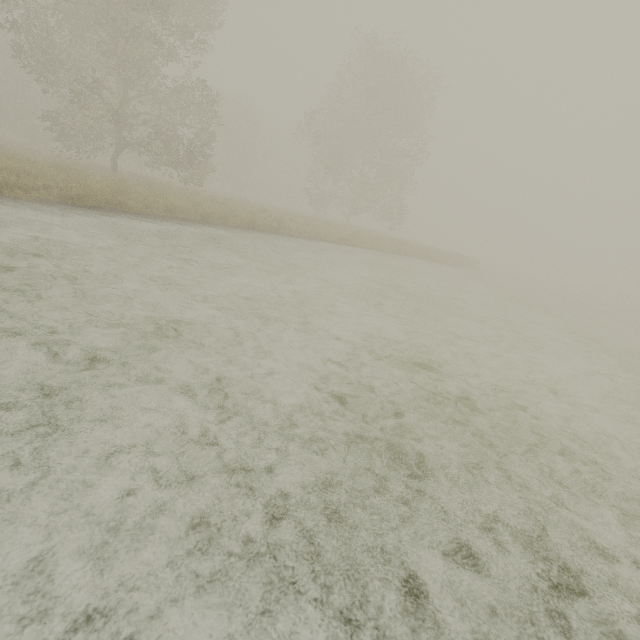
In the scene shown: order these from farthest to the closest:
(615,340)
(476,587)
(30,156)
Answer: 1. (30,156)
2. (615,340)
3. (476,587)
